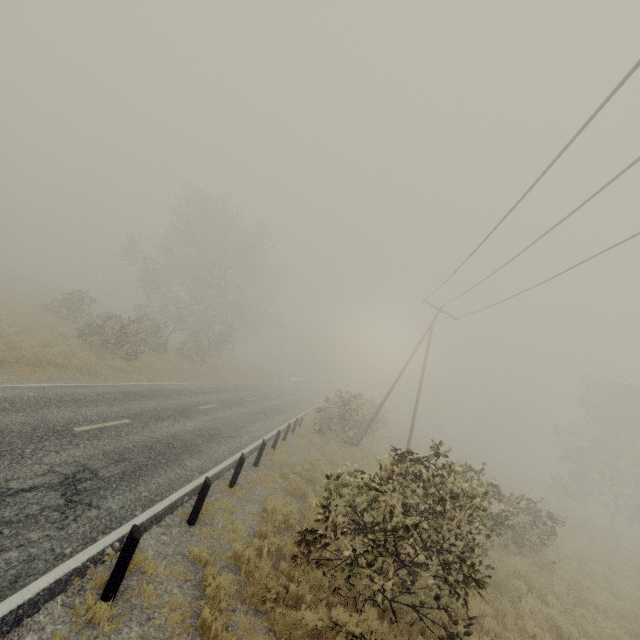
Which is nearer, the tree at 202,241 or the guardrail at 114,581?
the guardrail at 114,581

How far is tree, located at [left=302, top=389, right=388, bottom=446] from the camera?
21.8m

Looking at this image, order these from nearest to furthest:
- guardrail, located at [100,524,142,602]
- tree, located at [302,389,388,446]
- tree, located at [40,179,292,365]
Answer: guardrail, located at [100,524,142,602] → tree, located at [302,389,388,446] → tree, located at [40,179,292,365]

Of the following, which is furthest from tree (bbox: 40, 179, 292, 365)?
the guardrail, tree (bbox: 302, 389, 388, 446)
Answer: the guardrail

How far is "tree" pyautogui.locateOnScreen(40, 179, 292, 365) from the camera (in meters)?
22.50

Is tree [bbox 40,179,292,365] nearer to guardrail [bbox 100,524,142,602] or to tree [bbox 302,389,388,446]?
tree [bbox 302,389,388,446]

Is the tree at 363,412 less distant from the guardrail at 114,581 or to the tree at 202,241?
the tree at 202,241

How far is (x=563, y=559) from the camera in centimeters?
1491cm
